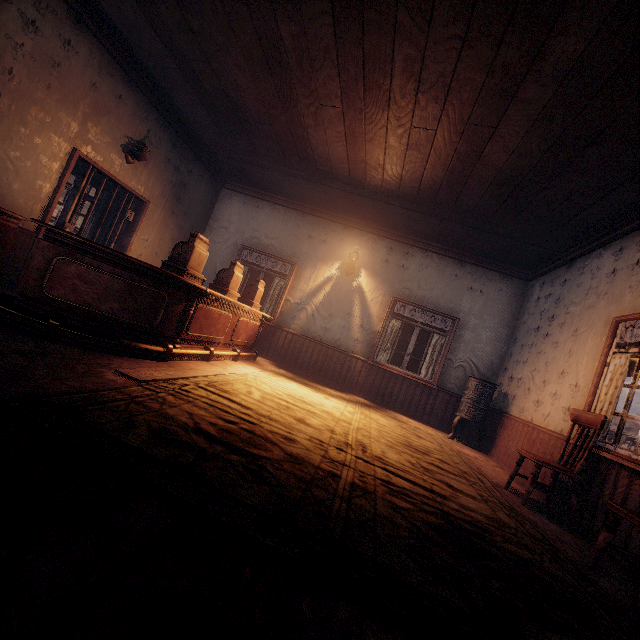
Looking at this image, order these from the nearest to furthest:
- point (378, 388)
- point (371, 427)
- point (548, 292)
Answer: point (371, 427), point (548, 292), point (378, 388)

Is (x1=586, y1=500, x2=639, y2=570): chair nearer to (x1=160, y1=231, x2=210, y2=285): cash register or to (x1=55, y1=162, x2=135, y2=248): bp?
(x1=160, y1=231, x2=210, y2=285): cash register

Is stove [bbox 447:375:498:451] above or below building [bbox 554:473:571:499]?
above

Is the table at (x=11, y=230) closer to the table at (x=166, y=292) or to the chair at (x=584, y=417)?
the table at (x=166, y=292)

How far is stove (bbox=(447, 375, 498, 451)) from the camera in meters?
6.1 m

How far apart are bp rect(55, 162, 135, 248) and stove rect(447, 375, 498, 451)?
7.19m

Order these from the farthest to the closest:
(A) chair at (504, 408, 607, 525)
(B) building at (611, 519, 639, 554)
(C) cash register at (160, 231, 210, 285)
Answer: (C) cash register at (160, 231, 210, 285) < (A) chair at (504, 408, 607, 525) < (B) building at (611, 519, 639, 554)

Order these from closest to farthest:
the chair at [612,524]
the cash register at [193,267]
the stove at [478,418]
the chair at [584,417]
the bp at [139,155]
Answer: the chair at [612,524] < the chair at [584,417] < the cash register at [193,267] < the bp at [139,155] < the stove at [478,418]
